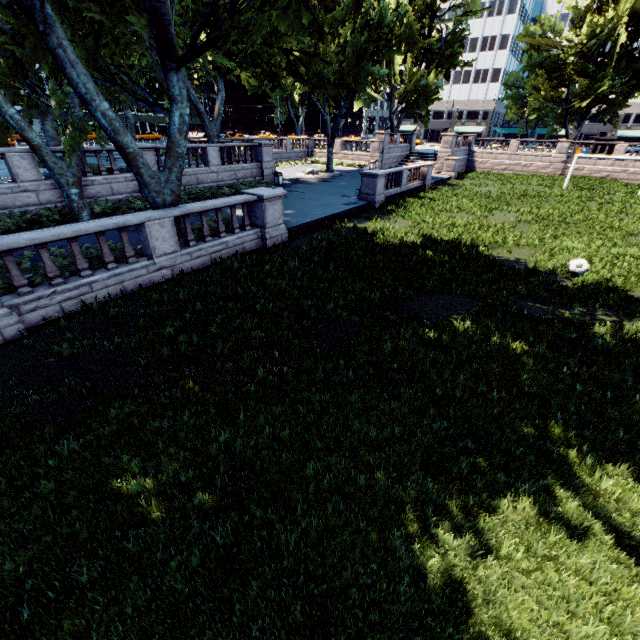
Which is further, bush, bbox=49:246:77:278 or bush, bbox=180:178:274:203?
bush, bbox=180:178:274:203

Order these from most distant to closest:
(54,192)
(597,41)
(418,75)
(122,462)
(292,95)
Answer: (292,95) → (418,75) → (597,41) → (54,192) → (122,462)

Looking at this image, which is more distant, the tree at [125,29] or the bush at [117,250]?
the bush at [117,250]

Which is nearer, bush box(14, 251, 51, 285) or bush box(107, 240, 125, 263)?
bush box(14, 251, 51, 285)

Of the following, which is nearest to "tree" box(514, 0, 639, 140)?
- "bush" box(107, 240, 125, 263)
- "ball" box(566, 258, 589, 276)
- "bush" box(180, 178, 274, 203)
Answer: "bush" box(107, 240, 125, 263)

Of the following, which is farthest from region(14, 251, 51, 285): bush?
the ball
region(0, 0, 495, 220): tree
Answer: the ball

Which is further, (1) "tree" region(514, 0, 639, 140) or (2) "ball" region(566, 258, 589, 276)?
(1) "tree" region(514, 0, 639, 140)

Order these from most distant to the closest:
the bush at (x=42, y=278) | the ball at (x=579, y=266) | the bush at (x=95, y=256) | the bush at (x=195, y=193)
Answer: the bush at (x=195, y=193), the ball at (x=579, y=266), the bush at (x=95, y=256), the bush at (x=42, y=278)
